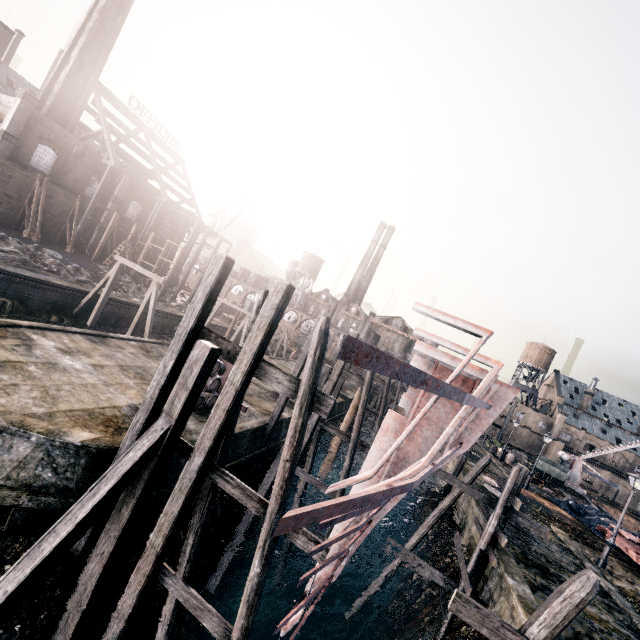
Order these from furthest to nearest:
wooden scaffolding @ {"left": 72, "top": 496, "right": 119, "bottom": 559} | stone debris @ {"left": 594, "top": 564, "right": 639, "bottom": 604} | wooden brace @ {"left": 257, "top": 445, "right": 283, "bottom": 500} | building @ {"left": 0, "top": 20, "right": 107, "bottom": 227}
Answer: building @ {"left": 0, "top": 20, "right": 107, "bottom": 227} < stone debris @ {"left": 594, "top": 564, "right": 639, "bottom": 604} < wooden brace @ {"left": 257, "top": 445, "right": 283, "bottom": 500} < wooden scaffolding @ {"left": 72, "top": 496, "right": 119, "bottom": 559}

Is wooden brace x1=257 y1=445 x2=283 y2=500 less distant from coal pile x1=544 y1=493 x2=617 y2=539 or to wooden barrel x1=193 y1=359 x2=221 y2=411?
wooden barrel x1=193 y1=359 x2=221 y2=411

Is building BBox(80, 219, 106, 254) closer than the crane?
Yes

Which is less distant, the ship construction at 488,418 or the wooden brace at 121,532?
the ship construction at 488,418

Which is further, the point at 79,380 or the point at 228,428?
the point at 79,380

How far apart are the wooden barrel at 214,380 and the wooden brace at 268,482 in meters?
4.0

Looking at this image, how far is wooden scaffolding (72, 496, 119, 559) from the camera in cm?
823

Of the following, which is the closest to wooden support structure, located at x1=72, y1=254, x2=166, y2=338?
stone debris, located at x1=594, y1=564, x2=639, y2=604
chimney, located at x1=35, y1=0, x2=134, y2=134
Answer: chimney, located at x1=35, y1=0, x2=134, y2=134
